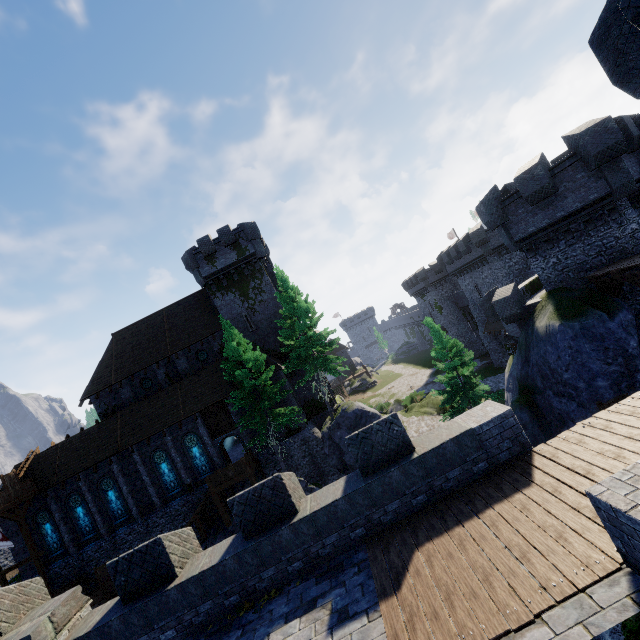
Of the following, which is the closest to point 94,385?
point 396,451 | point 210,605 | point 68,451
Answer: point 68,451

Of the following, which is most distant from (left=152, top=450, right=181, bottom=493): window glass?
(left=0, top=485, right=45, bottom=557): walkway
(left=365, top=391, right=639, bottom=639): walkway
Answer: (left=365, top=391, right=639, bottom=639): walkway

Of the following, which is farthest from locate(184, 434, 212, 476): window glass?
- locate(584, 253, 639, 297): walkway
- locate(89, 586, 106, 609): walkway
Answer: locate(584, 253, 639, 297): walkway

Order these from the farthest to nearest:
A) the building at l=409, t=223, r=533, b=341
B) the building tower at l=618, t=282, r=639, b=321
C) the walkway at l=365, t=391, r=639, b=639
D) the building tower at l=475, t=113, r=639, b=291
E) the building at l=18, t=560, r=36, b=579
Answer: the building at l=409, t=223, r=533, b=341 < the building at l=18, t=560, r=36, b=579 < the building tower at l=618, t=282, r=639, b=321 < the building tower at l=475, t=113, r=639, b=291 < the walkway at l=365, t=391, r=639, b=639

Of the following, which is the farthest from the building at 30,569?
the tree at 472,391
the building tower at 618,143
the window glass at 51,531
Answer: the building tower at 618,143

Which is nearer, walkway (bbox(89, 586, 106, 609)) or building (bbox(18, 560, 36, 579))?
walkway (bbox(89, 586, 106, 609))

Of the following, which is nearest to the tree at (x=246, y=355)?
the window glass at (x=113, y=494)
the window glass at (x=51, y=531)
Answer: the window glass at (x=113, y=494)

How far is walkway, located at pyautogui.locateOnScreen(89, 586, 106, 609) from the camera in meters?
22.6
